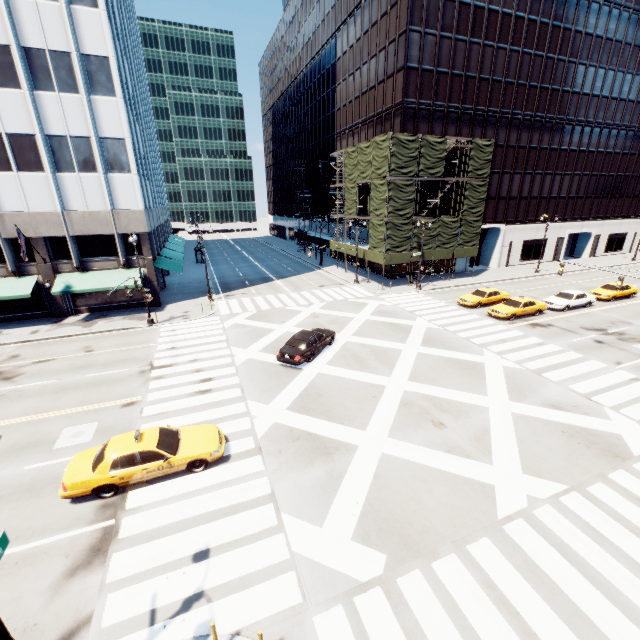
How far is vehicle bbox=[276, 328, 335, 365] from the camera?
19.2m

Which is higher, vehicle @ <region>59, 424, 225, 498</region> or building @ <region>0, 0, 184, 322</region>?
building @ <region>0, 0, 184, 322</region>

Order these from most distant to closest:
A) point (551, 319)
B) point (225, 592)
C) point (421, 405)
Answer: point (551, 319) < point (421, 405) < point (225, 592)

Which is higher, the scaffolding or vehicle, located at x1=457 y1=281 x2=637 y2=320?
the scaffolding

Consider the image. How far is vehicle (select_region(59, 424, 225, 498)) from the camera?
10.7m

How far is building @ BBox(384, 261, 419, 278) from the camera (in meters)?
41.01

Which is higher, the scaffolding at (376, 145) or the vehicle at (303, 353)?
the scaffolding at (376, 145)

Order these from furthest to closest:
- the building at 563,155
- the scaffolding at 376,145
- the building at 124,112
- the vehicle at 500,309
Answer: the building at 563,155
the scaffolding at 376,145
the vehicle at 500,309
the building at 124,112
